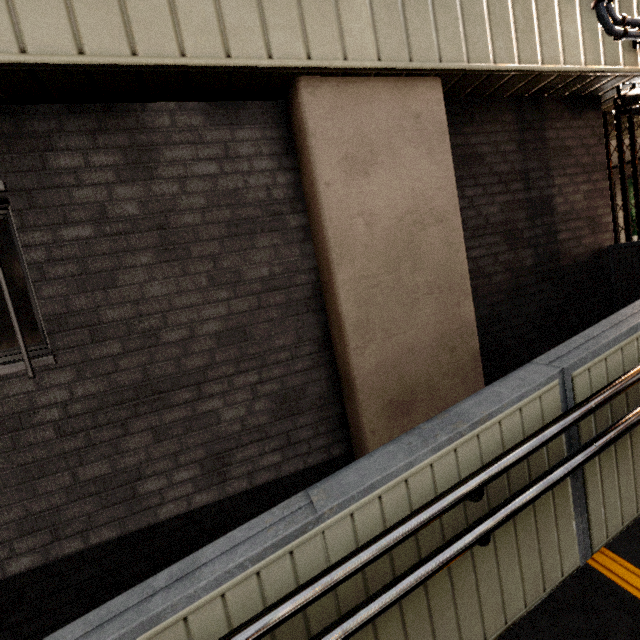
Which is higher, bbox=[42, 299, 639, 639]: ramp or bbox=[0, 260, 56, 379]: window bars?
bbox=[0, 260, 56, 379]: window bars

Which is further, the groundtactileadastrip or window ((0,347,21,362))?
window ((0,347,21,362))

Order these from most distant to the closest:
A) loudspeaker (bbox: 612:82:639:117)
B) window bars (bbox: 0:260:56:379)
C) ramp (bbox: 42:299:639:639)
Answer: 1. loudspeaker (bbox: 612:82:639:117)
2. window bars (bbox: 0:260:56:379)
3. ramp (bbox: 42:299:639:639)

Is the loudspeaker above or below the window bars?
above

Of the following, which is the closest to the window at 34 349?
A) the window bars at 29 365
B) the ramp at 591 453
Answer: the window bars at 29 365

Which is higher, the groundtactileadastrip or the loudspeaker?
the loudspeaker

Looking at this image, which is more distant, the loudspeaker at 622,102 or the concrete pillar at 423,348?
the loudspeaker at 622,102

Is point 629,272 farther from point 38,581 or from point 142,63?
point 38,581
